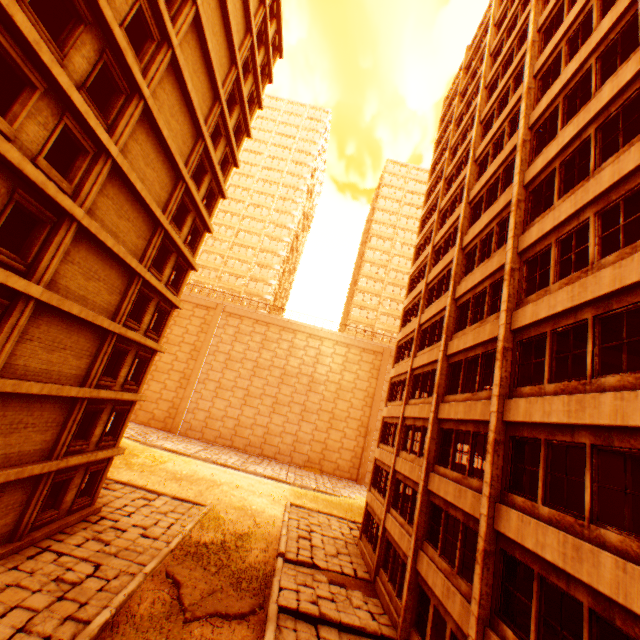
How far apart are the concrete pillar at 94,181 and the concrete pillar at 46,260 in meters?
0.4 m

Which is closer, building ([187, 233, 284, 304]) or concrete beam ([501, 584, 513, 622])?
concrete beam ([501, 584, 513, 622])

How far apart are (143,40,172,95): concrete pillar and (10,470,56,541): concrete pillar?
16.4 meters

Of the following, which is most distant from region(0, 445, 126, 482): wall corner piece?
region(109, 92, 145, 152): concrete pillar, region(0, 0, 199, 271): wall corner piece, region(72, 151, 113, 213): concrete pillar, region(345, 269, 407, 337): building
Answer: region(345, 269, 407, 337): building

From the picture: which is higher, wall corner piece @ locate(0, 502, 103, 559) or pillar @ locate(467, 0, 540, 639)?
pillar @ locate(467, 0, 540, 639)

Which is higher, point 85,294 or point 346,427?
point 85,294

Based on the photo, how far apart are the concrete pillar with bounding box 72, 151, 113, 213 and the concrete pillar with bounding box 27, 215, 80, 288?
0.4 meters

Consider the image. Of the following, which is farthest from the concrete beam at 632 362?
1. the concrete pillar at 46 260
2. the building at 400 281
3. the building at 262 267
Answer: the building at 262 267
